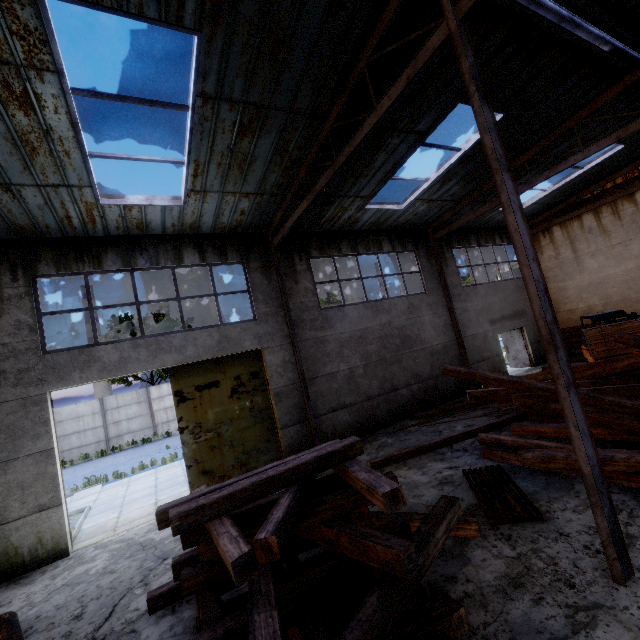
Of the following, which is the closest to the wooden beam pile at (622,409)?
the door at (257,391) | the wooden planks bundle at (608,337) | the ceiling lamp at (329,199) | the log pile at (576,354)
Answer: the wooden planks bundle at (608,337)

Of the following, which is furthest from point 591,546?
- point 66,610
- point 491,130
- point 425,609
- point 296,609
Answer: point 66,610

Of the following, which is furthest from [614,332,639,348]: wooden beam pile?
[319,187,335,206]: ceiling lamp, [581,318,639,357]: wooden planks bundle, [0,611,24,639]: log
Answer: [0,611,24,639]: log

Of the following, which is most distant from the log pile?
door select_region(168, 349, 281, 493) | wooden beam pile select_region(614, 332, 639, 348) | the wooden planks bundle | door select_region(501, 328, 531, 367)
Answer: door select_region(168, 349, 281, 493)

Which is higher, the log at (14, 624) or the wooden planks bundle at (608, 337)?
the wooden planks bundle at (608, 337)

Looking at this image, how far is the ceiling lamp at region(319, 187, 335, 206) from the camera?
7.7 meters

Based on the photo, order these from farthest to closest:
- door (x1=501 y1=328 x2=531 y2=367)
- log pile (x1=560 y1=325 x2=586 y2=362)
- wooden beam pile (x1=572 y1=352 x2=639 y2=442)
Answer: door (x1=501 y1=328 x2=531 y2=367) < log pile (x1=560 y1=325 x2=586 y2=362) < wooden beam pile (x1=572 y1=352 x2=639 y2=442)

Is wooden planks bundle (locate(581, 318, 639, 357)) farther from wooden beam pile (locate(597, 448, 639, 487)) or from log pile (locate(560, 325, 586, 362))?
log pile (locate(560, 325, 586, 362))
